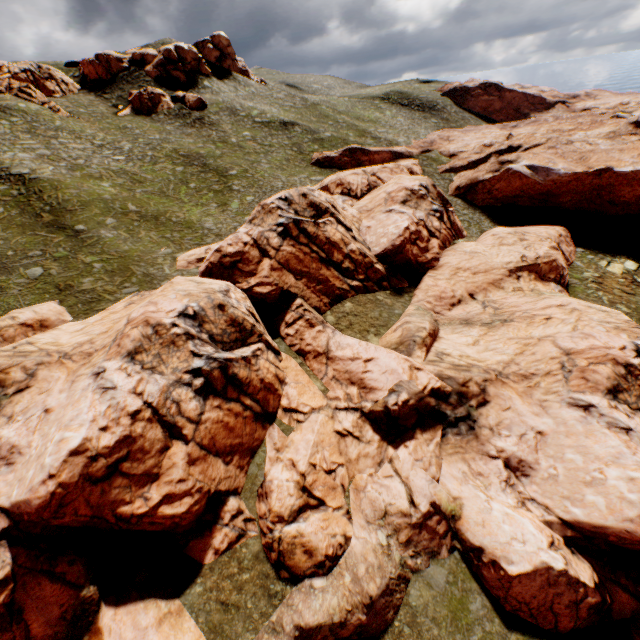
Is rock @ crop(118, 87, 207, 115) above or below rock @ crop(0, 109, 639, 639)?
A: above

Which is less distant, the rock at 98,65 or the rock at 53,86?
the rock at 53,86

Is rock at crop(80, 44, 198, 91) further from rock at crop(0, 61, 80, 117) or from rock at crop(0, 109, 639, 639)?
rock at crop(0, 109, 639, 639)

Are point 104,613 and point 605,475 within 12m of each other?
no

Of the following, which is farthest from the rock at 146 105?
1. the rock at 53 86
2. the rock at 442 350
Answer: the rock at 442 350

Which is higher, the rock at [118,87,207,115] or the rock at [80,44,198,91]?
the rock at [80,44,198,91]

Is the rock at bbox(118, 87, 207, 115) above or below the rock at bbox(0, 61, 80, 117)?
below

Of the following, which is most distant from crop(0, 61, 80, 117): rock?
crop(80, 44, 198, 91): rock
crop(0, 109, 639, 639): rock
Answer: crop(0, 109, 639, 639): rock
